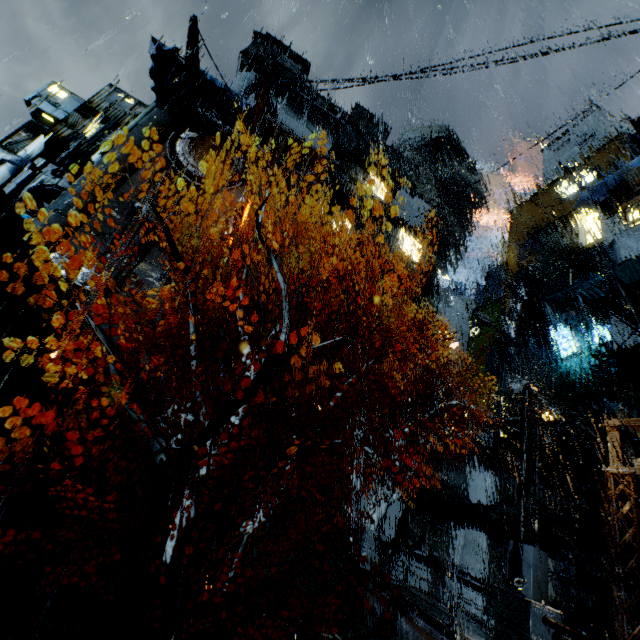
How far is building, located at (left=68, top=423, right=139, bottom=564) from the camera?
17.5m

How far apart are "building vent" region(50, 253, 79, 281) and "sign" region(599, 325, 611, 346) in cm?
3549

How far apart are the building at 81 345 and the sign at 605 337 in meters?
28.4

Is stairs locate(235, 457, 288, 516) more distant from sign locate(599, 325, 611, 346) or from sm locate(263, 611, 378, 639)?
sign locate(599, 325, 611, 346)

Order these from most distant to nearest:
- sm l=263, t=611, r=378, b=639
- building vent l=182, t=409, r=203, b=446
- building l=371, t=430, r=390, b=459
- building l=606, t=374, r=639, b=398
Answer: building l=371, t=430, r=390, b=459 < building vent l=182, t=409, r=203, b=446 < building l=606, t=374, r=639, b=398 < sm l=263, t=611, r=378, b=639

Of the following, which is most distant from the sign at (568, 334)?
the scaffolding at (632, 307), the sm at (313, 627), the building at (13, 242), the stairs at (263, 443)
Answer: the building at (13, 242)

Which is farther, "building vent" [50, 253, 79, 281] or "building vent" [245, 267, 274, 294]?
"building vent" [245, 267, 274, 294]

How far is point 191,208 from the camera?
31.17m
